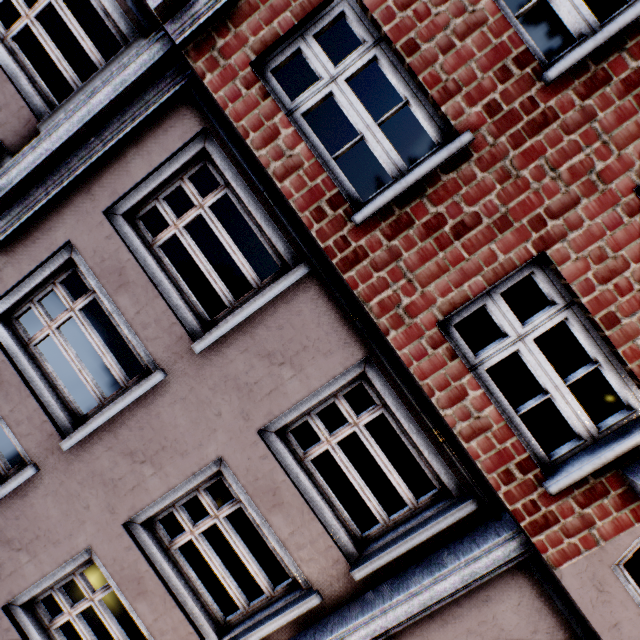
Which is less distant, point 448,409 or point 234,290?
point 448,409
